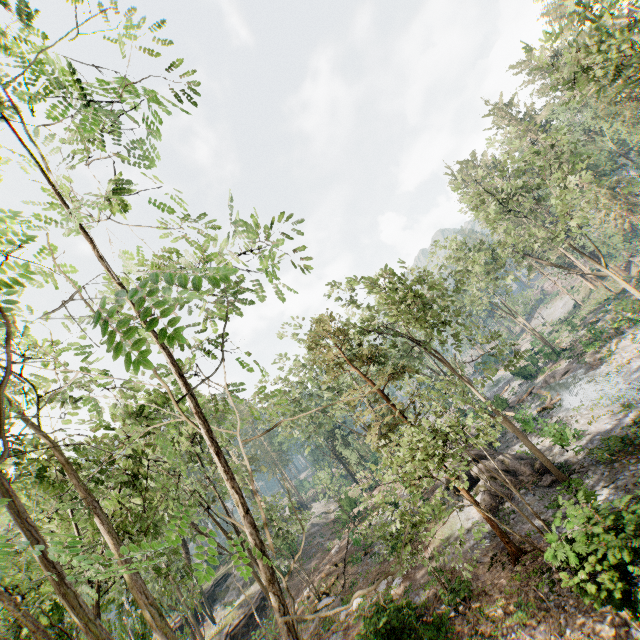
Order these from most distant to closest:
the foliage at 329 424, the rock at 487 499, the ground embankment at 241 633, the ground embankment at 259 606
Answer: the ground embankment at 259 606 → the ground embankment at 241 633 → the rock at 487 499 → the foliage at 329 424

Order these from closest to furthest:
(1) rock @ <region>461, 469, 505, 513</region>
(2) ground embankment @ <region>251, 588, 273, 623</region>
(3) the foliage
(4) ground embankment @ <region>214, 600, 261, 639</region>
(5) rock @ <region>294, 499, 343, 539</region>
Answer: (3) the foliage, (1) rock @ <region>461, 469, 505, 513</region>, (4) ground embankment @ <region>214, 600, 261, 639</region>, (2) ground embankment @ <region>251, 588, 273, 623</region>, (5) rock @ <region>294, 499, 343, 539</region>

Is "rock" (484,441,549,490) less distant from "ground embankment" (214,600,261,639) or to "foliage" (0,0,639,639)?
"foliage" (0,0,639,639)

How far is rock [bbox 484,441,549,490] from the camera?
19.74m

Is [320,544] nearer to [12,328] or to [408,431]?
[408,431]

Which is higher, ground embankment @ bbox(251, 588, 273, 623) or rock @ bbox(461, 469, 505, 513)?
ground embankment @ bbox(251, 588, 273, 623)

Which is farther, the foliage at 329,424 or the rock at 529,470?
the rock at 529,470

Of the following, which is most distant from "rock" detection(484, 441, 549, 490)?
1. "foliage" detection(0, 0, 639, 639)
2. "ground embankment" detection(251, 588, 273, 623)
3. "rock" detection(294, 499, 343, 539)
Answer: "ground embankment" detection(251, 588, 273, 623)
